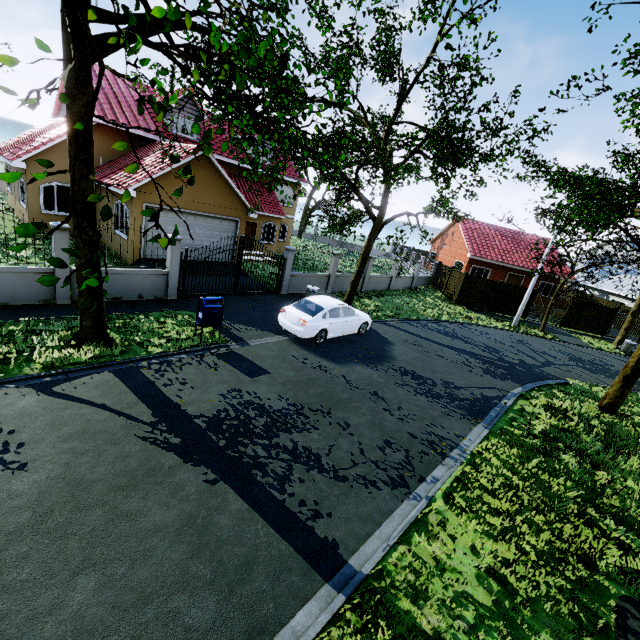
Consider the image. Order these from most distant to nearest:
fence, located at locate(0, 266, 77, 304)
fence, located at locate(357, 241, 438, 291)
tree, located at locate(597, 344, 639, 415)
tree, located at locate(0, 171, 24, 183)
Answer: fence, located at locate(357, 241, 438, 291), tree, located at locate(597, 344, 639, 415), fence, located at locate(0, 266, 77, 304), tree, located at locate(0, 171, 24, 183)

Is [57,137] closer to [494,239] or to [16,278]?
[16,278]

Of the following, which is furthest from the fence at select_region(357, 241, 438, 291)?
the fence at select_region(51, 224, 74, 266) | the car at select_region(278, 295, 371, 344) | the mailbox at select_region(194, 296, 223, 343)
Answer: the mailbox at select_region(194, 296, 223, 343)

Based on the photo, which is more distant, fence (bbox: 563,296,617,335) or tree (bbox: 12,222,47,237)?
fence (bbox: 563,296,617,335)

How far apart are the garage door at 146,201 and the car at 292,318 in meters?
7.7 m

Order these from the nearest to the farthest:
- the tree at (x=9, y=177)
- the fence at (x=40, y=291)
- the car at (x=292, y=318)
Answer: the tree at (x=9, y=177) → the fence at (x=40, y=291) → the car at (x=292, y=318)

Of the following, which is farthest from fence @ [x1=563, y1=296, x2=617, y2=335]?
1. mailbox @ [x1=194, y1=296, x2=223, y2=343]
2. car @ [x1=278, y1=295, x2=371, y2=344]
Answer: mailbox @ [x1=194, y1=296, x2=223, y2=343]

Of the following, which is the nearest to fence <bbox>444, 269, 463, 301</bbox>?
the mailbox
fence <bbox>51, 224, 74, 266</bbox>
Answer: fence <bbox>51, 224, 74, 266</bbox>
